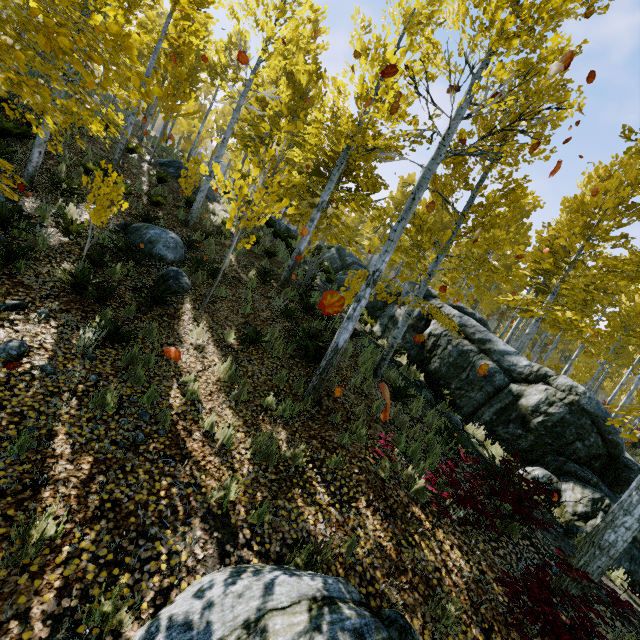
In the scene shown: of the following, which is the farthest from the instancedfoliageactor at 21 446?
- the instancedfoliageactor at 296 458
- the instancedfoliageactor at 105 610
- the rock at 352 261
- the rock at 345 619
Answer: the instancedfoliageactor at 105 610

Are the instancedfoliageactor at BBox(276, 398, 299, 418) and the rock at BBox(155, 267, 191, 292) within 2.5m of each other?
no

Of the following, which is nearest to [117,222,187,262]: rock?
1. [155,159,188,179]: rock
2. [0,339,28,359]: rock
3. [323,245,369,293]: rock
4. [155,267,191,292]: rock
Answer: [155,267,191,292]: rock

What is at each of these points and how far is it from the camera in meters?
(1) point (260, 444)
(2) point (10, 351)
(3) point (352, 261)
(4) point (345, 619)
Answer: (1) instancedfoliageactor, 4.8
(2) rock, 4.3
(3) rock, 20.9
(4) rock, 2.7

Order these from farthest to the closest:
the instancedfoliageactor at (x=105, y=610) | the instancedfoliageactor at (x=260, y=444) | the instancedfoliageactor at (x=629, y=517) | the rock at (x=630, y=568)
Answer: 1. the rock at (x=630, y=568)
2. the instancedfoliageactor at (x=260, y=444)
3. the instancedfoliageactor at (x=629, y=517)
4. the instancedfoliageactor at (x=105, y=610)

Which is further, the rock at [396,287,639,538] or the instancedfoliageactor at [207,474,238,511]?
the rock at [396,287,639,538]

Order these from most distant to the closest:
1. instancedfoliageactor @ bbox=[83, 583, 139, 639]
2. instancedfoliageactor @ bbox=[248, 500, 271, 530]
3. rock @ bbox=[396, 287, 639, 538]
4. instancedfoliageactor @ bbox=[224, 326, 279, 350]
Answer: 1. rock @ bbox=[396, 287, 639, 538]
2. instancedfoliageactor @ bbox=[224, 326, 279, 350]
3. instancedfoliageactor @ bbox=[248, 500, 271, 530]
4. instancedfoliageactor @ bbox=[83, 583, 139, 639]

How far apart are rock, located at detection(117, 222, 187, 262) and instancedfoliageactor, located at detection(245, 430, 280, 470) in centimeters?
650cm
